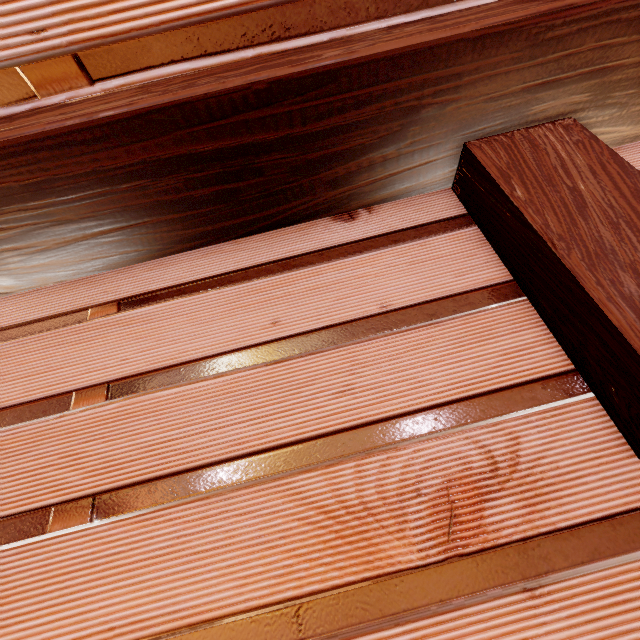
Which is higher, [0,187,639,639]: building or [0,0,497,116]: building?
[0,0,497,116]: building

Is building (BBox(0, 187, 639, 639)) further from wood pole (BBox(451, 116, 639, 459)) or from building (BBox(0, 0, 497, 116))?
building (BBox(0, 0, 497, 116))

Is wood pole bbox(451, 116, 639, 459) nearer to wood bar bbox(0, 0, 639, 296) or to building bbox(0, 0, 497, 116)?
wood bar bbox(0, 0, 639, 296)

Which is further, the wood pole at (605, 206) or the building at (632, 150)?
the building at (632, 150)

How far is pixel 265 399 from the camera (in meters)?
1.73

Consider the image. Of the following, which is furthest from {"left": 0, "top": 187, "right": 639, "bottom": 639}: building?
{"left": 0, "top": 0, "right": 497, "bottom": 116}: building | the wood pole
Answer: {"left": 0, "top": 0, "right": 497, "bottom": 116}: building

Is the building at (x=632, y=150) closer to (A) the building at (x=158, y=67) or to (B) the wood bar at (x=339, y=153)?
(B) the wood bar at (x=339, y=153)
